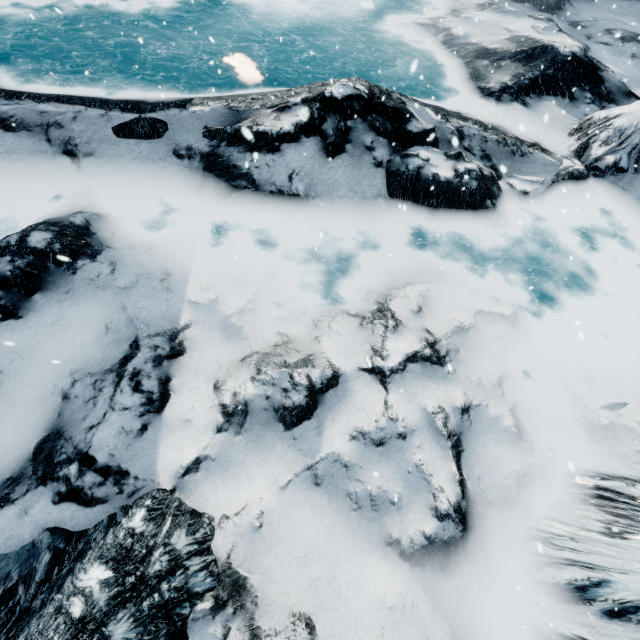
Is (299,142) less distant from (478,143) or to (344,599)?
(478,143)
